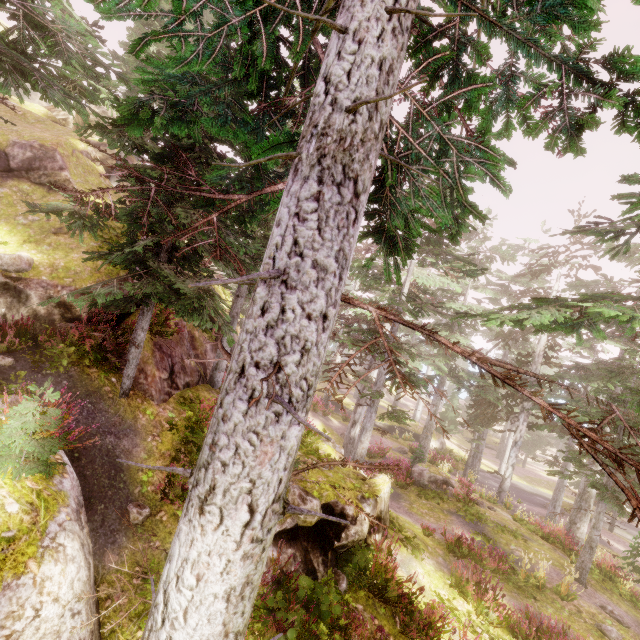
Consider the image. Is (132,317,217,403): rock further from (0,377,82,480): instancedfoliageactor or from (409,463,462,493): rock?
(409,463,462,493): rock

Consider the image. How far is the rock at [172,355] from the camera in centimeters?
952cm

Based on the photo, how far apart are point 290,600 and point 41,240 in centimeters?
1174cm

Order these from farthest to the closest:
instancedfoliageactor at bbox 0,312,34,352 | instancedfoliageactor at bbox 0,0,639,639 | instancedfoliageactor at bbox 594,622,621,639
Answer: instancedfoliageactor at bbox 594,622,621,639 < instancedfoliageactor at bbox 0,312,34,352 < instancedfoliageactor at bbox 0,0,639,639

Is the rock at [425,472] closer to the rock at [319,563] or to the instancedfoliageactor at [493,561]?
the instancedfoliageactor at [493,561]

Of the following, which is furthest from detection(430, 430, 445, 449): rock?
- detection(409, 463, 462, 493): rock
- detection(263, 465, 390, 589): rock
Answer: detection(409, 463, 462, 493): rock

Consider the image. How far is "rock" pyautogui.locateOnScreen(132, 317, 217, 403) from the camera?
9.5m

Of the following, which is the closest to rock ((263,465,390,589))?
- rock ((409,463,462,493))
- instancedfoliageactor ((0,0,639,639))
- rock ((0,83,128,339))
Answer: instancedfoliageactor ((0,0,639,639))
